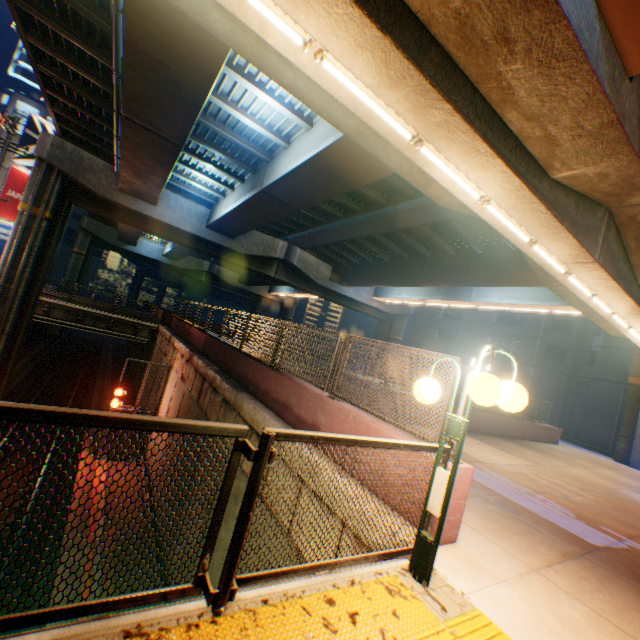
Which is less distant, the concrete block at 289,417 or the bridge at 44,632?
the bridge at 44,632

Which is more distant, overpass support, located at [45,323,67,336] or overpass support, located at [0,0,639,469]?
overpass support, located at [45,323,67,336]

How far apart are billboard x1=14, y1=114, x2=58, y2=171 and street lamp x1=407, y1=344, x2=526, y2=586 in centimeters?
3723cm

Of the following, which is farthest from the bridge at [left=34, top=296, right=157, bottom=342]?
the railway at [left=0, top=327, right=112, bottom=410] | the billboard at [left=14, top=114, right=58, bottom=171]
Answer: the billboard at [left=14, top=114, right=58, bottom=171]

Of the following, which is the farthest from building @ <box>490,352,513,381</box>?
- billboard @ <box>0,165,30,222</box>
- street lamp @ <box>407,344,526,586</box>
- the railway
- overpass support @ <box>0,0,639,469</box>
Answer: billboard @ <box>0,165,30,222</box>

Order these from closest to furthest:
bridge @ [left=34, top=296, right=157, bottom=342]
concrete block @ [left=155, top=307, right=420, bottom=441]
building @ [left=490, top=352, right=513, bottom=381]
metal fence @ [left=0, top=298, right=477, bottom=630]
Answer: metal fence @ [left=0, top=298, right=477, bottom=630]
concrete block @ [left=155, top=307, right=420, bottom=441]
bridge @ [left=34, top=296, right=157, bottom=342]
building @ [left=490, top=352, right=513, bottom=381]

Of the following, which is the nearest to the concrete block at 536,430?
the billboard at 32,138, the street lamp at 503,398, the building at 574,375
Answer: the street lamp at 503,398

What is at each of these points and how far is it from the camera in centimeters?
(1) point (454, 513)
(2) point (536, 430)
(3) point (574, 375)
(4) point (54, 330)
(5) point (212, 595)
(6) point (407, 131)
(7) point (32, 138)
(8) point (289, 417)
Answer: (1) concrete block, 384cm
(2) concrete block, 1678cm
(3) building, 3162cm
(4) overpass support, 3975cm
(5) metal fence, 209cm
(6) street lamp, 606cm
(7) billboard, 2708cm
(8) concrete block, 674cm
